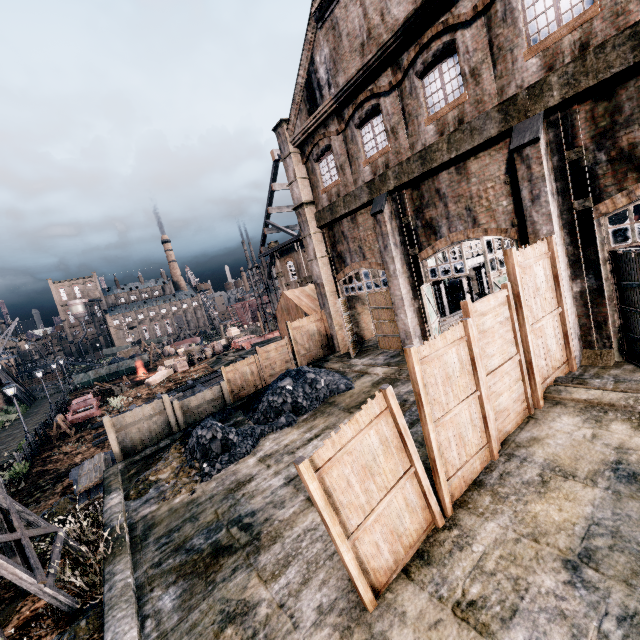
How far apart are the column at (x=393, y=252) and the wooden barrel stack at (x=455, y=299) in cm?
1011

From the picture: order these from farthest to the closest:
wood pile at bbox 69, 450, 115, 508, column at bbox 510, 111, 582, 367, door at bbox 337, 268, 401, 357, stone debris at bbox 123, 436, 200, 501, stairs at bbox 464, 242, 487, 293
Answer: stairs at bbox 464, 242, 487, 293 < door at bbox 337, 268, 401, 357 < wood pile at bbox 69, 450, 115, 508 < stone debris at bbox 123, 436, 200, 501 < column at bbox 510, 111, 582, 367

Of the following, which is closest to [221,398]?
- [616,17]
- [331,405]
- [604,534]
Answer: [331,405]

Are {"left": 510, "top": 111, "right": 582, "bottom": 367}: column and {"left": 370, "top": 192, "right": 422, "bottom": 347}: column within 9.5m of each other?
yes

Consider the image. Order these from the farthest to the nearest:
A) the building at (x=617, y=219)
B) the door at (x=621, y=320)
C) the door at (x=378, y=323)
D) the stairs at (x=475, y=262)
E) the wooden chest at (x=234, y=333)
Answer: the wooden chest at (x=234, y=333) → the building at (x=617, y=219) → the stairs at (x=475, y=262) → the door at (x=378, y=323) → the door at (x=621, y=320)

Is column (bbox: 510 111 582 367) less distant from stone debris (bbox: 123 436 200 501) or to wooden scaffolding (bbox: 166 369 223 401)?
stone debris (bbox: 123 436 200 501)

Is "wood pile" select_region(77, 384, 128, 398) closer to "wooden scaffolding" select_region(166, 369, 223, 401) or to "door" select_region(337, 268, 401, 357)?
"wooden scaffolding" select_region(166, 369, 223, 401)

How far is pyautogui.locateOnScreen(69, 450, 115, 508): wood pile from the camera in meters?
14.4 m
